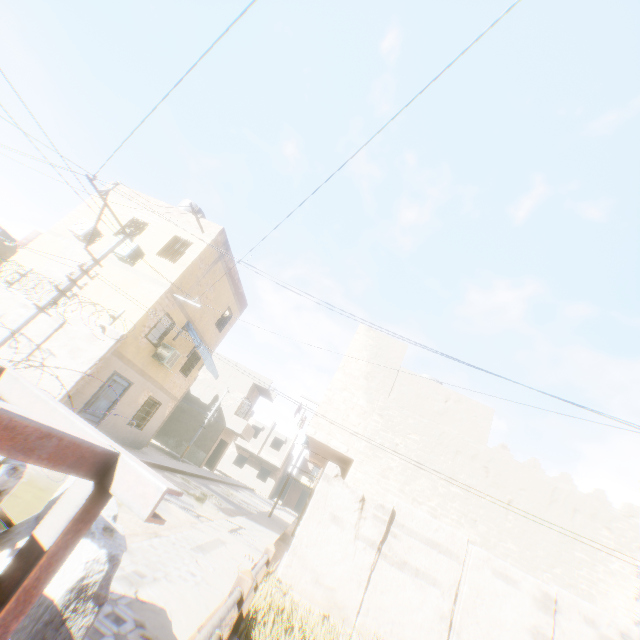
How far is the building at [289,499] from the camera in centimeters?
4503cm

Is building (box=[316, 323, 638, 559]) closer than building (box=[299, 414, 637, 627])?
No

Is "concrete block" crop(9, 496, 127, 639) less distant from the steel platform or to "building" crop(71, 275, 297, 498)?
the steel platform

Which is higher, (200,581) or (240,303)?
(240,303)

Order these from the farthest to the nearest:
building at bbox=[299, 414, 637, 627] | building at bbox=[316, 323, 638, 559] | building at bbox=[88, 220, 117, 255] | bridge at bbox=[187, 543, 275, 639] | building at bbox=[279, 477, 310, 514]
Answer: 1. building at bbox=[279, 477, 310, 514]
2. building at bbox=[88, 220, 117, 255]
3. building at bbox=[316, 323, 638, 559]
4. building at bbox=[299, 414, 637, 627]
5. bridge at bbox=[187, 543, 275, 639]

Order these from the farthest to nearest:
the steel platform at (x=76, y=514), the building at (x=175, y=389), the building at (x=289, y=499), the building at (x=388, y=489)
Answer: the building at (x=289, y=499) < the building at (x=175, y=389) < the building at (x=388, y=489) < the steel platform at (x=76, y=514)

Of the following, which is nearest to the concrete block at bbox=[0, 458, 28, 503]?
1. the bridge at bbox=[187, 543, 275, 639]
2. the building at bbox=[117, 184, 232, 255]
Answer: the bridge at bbox=[187, 543, 275, 639]

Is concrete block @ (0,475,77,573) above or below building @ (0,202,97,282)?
below
